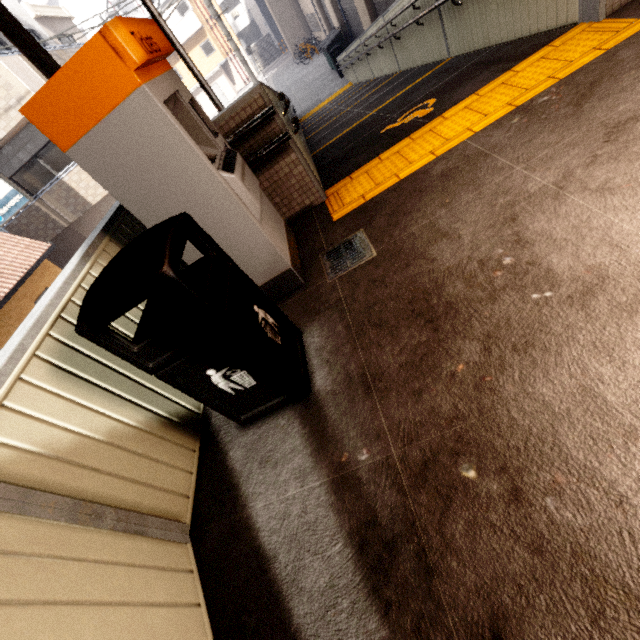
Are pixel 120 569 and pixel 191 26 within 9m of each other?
no

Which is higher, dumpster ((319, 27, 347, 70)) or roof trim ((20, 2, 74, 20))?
roof trim ((20, 2, 74, 20))

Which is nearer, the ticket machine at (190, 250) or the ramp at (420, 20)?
the ticket machine at (190, 250)

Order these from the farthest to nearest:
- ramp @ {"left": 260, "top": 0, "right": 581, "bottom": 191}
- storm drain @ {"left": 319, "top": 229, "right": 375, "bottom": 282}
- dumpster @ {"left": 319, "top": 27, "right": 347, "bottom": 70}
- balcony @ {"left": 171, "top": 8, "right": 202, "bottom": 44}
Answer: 1. balcony @ {"left": 171, "top": 8, "right": 202, "bottom": 44}
2. dumpster @ {"left": 319, "top": 27, "right": 347, "bottom": 70}
3. ramp @ {"left": 260, "top": 0, "right": 581, "bottom": 191}
4. storm drain @ {"left": 319, "top": 229, "right": 375, "bottom": 282}

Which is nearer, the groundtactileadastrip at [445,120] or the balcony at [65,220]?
the groundtactileadastrip at [445,120]

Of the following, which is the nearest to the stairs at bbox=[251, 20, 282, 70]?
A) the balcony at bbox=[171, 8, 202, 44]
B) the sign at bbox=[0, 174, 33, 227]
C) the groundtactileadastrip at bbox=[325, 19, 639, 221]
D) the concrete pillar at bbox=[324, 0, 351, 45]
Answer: the balcony at bbox=[171, 8, 202, 44]

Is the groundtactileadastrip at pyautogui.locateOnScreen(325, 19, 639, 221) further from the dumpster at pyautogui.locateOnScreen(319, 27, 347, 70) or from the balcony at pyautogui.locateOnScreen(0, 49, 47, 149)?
the dumpster at pyautogui.locateOnScreen(319, 27, 347, 70)

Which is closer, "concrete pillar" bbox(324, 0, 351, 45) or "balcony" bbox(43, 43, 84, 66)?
"balcony" bbox(43, 43, 84, 66)
